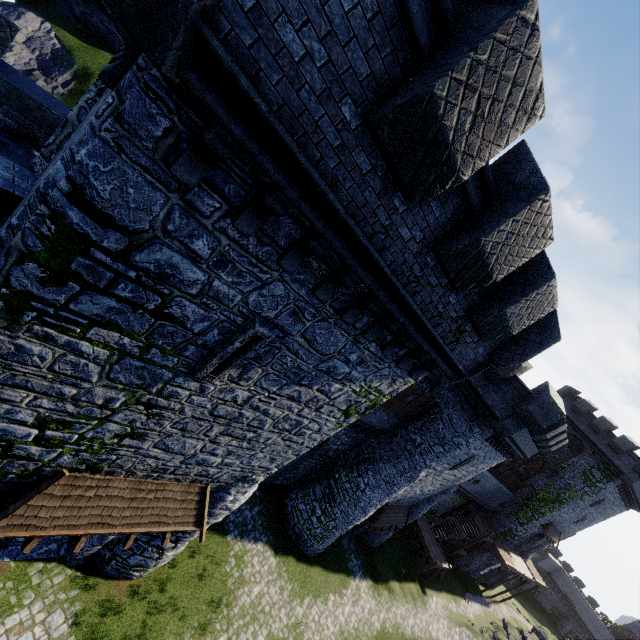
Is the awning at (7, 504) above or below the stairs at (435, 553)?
above

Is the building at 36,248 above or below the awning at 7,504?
above

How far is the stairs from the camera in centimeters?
2647cm

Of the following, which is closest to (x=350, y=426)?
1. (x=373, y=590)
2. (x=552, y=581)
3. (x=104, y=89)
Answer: (x=373, y=590)

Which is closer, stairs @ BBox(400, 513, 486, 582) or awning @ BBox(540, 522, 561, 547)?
stairs @ BBox(400, 513, 486, 582)

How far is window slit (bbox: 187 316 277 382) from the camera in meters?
6.1 m

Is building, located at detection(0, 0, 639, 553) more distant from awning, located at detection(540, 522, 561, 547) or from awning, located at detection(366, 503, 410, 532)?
awning, located at detection(540, 522, 561, 547)

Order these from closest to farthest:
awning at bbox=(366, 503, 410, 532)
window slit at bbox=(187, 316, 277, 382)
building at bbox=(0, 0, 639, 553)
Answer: building at bbox=(0, 0, 639, 553)
window slit at bbox=(187, 316, 277, 382)
awning at bbox=(366, 503, 410, 532)
